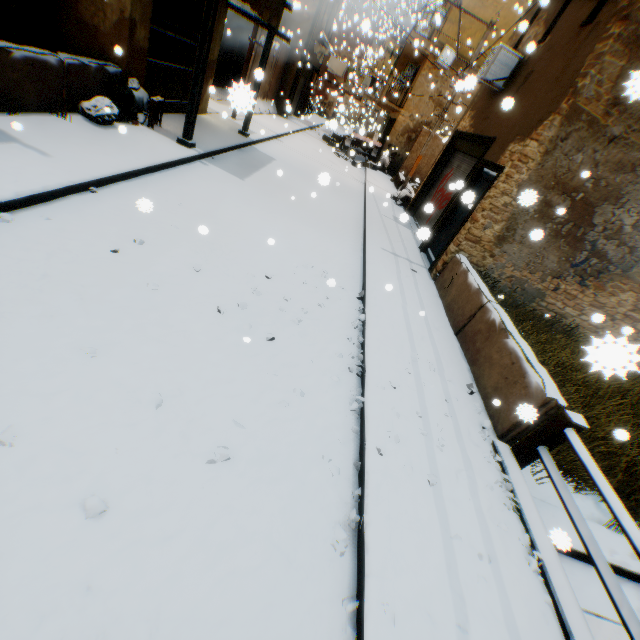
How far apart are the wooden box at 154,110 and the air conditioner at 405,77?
20.8m

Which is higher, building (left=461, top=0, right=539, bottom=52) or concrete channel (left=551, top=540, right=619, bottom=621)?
building (left=461, top=0, right=539, bottom=52)

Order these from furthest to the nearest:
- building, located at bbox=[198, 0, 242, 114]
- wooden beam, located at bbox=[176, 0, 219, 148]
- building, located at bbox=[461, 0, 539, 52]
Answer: building, located at bbox=[461, 0, 539, 52]
building, located at bbox=[198, 0, 242, 114]
wooden beam, located at bbox=[176, 0, 219, 148]

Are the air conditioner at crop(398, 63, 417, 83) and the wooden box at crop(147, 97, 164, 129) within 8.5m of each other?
no

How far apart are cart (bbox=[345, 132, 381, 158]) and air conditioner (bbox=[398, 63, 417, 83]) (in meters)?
4.94

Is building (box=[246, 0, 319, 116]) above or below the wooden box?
above

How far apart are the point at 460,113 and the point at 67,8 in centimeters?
2009cm

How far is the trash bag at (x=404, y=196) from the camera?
14.1 meters
